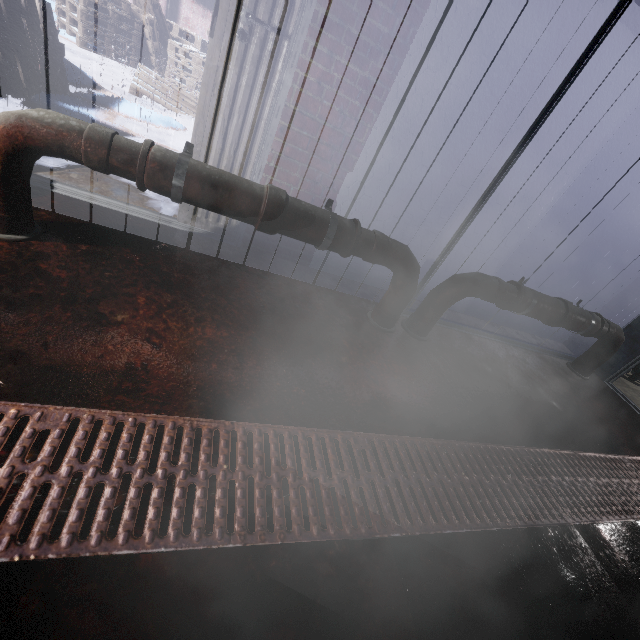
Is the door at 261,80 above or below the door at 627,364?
above

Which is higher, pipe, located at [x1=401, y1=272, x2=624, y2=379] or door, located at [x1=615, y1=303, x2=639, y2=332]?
door, located at [x1=615, y1=303, x2=639, y2=332]

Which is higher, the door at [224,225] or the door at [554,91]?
the door at [554,91]

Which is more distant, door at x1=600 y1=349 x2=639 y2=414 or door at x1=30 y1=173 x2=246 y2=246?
door at x1=600 y1=349 x2=639 y2=414

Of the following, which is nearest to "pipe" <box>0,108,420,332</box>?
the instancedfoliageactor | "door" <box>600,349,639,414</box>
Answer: the instancedfoliageactor

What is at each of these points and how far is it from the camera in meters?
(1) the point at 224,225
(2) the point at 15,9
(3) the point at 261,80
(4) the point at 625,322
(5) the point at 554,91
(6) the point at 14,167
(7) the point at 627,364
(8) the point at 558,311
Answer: Result:
(1) door, 2.2 m
(2) instancedfoliageactor, 2.9 m
(3) door, 1.7 m
(4) door, 3.1 m
(5) door, 1.7 m
(6) pipe, 1.3 m
(7) door, 3.1 m
(8) pipe, 2.4 m

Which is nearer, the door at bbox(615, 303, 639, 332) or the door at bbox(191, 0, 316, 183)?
the door at bbox(191, 0, 316, 183)
